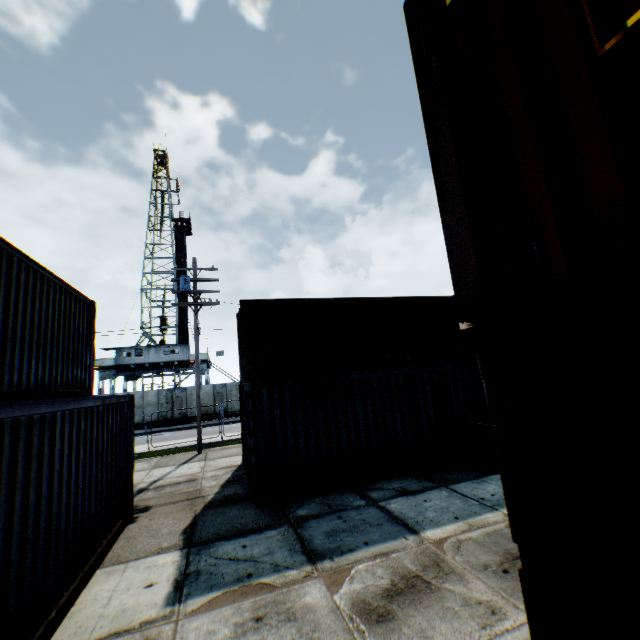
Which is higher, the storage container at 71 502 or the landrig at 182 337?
the landrig at 182 337

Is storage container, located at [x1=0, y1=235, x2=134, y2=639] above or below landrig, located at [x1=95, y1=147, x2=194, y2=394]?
below

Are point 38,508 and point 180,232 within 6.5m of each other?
no

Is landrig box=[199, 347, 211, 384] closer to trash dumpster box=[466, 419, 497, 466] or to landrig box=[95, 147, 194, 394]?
landrig box=[95, 147, 194, 394]

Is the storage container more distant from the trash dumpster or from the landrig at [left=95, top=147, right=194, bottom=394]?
the landrig at [left=95, top=147, right=194, bottom=394]

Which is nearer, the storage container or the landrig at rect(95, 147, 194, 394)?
the storage container

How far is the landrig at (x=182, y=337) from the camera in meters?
33.2 m

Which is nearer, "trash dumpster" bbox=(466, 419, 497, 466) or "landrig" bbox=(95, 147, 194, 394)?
"trash dumpster" bbox=(466, 419, 497, 466)
